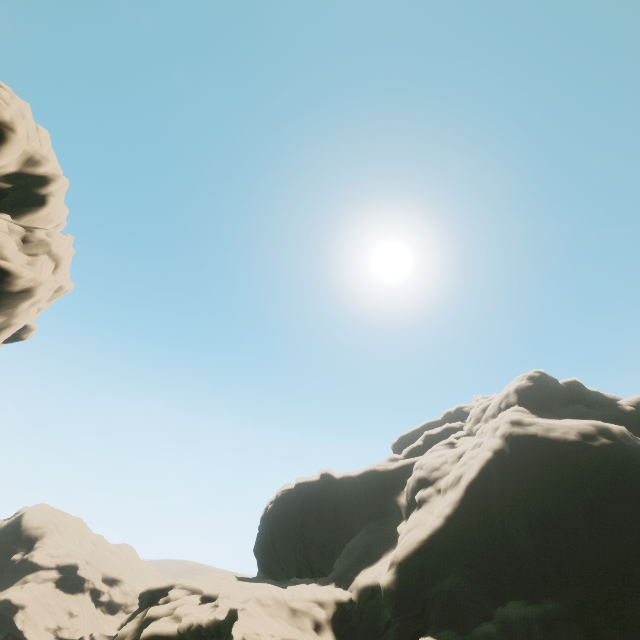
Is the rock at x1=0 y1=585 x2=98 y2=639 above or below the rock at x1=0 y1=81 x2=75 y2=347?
below

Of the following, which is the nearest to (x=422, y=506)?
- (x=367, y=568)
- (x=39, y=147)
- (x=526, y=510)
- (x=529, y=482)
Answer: (x=367, y=568)

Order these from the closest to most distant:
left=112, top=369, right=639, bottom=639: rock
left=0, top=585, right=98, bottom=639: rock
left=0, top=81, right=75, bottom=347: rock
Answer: left=112, top=369, right=639, bottom=639: rock, left=0, top=81, right=75, bottom=347: rock, left=0, top=585, right=98, bottom=639: rock

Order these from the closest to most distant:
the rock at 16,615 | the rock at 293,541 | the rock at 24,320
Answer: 1. the rock at 293,541
2. the rock at 24,320
3. the rock at 16,615

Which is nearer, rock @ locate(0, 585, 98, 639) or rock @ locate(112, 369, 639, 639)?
rock @ locate(112, 369, 639, 639)

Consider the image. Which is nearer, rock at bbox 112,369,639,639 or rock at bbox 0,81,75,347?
rock at bbox 112,369,639,639

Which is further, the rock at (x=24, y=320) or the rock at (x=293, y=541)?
the rock at (x=24, y=320)
